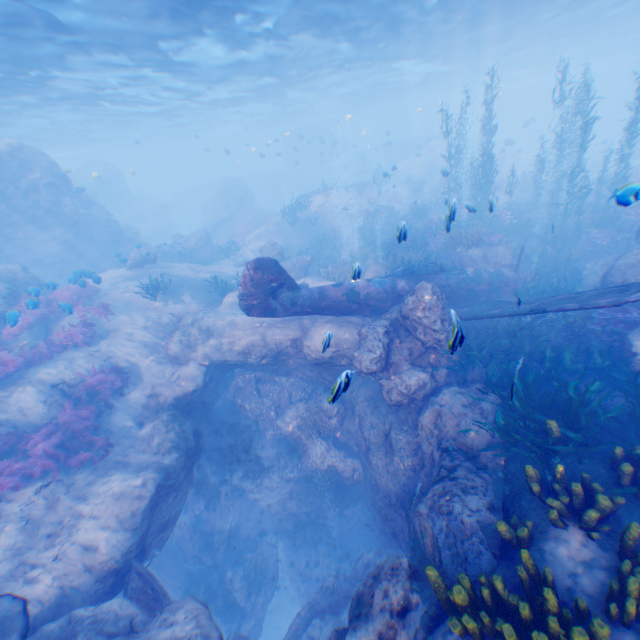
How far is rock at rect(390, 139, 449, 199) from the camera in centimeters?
3481cm

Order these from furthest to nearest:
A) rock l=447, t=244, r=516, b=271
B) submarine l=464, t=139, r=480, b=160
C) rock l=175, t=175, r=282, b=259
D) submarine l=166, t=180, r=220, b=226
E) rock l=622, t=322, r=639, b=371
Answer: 1. submarine l=166, t=180, r=220, b=226
2. submarine l=464, t=139, r=480, b=160
3. rock l=175, t=175, r=282, b=259
4. rock l=447, t=244, r=516, b=271
5. rock l=622, t=322, r=639, b=371

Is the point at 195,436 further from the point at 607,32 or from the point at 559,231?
the point at 607,32

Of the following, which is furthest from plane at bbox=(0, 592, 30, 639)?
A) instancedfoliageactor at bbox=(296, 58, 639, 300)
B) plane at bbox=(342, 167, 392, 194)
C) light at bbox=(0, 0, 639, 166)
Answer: plane at bbox=(342, 167, 392, 194)

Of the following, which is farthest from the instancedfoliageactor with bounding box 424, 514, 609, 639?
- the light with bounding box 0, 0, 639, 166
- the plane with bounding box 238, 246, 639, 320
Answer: the light with bounding box 0, 0, 639, 166

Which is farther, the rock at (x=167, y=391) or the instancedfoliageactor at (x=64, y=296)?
the instancedfoliageactor at (x=64, y=296)

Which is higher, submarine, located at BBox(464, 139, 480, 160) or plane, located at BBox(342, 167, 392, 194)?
submarine, located at BBox(464, 139, 480, 160)

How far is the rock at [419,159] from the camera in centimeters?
3481cm
